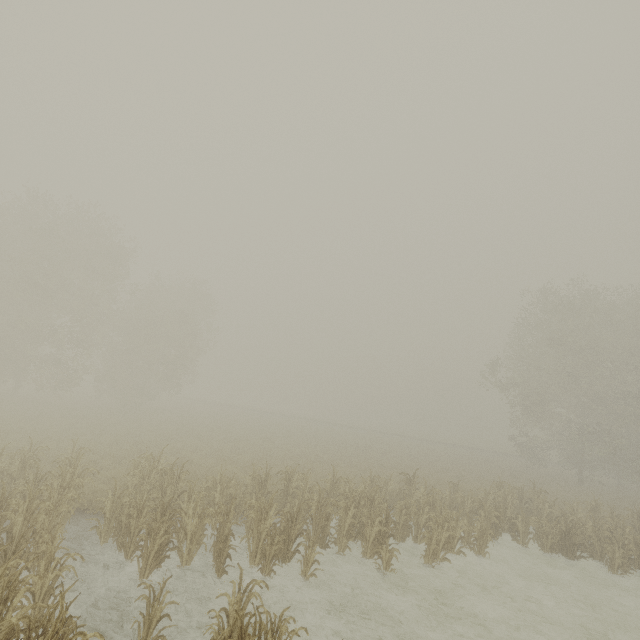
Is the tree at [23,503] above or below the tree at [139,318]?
below

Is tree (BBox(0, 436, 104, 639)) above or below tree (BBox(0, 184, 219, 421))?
below

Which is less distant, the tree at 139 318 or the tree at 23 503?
the tree at 23 503

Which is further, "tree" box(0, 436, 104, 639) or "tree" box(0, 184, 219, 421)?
"tree" box(0, 184, 219, 421)

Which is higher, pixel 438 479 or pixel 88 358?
A: pixel 88 358
